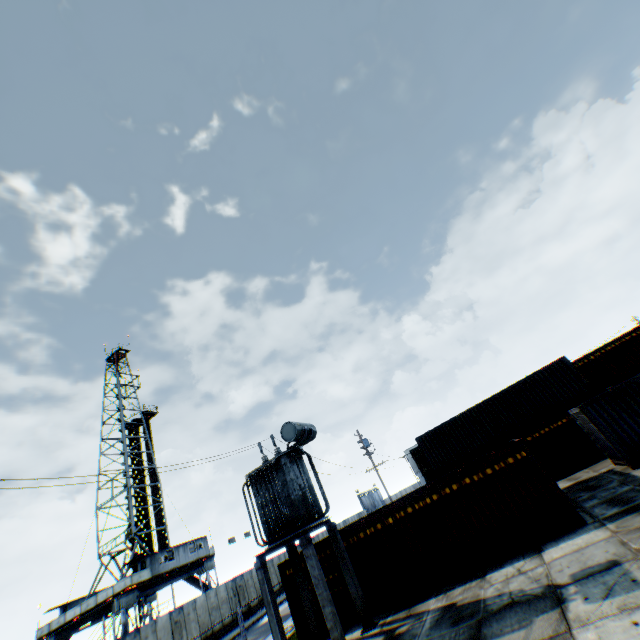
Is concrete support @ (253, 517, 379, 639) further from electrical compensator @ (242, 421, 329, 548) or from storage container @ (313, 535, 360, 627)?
storage container @ (313, 535, 360, 627)

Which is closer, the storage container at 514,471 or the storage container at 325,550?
the storage container at 514,471

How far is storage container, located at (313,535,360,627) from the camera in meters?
13.0

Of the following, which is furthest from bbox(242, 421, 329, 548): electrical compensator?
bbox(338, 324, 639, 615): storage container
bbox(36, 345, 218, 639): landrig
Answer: bbox(36, 345, 218, 639): landrig

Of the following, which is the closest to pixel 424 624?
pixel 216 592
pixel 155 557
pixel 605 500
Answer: pixel 605 500

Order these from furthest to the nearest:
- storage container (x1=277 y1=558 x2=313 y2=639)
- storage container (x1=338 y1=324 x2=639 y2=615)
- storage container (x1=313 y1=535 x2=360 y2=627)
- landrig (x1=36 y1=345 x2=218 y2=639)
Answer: landrig (x1=36 y1=345 x2=218 y2=639) < storage container (x1=277 y1=558 x2=313 y2=639) < storage container (x1=313 y1=535 x2=360 y2=627) < storage container (x1=338 y1=324 x2=639 y2=615)

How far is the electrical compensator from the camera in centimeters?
1213cm

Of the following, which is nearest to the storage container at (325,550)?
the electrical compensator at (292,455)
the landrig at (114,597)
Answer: the electrical compensator at (292,455)
